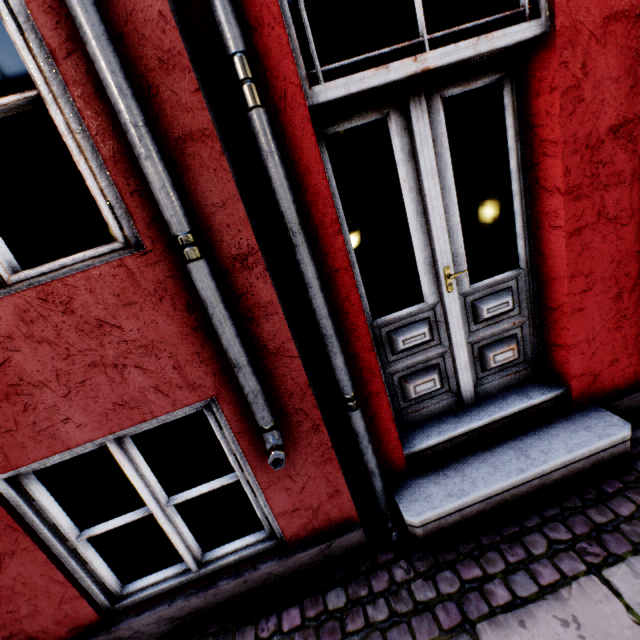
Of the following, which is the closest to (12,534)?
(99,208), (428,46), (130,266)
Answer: (130,266)
